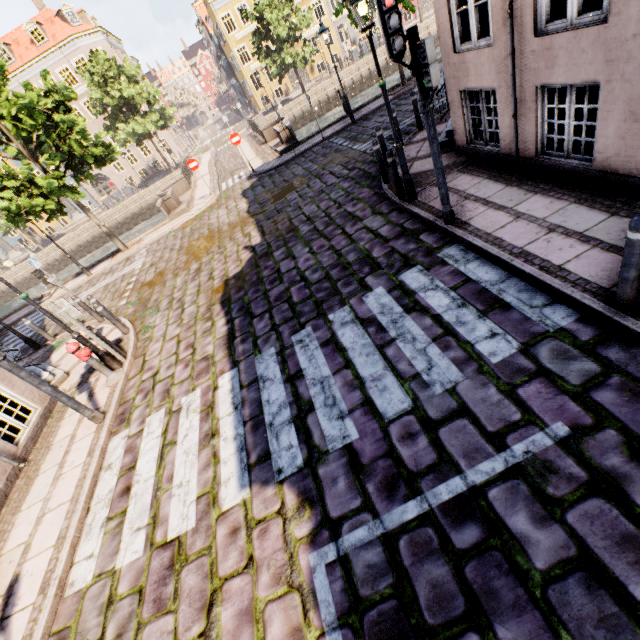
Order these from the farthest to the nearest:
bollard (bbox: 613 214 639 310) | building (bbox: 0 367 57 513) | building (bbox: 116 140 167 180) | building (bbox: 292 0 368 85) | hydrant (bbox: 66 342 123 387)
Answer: building (bbox: 116 140 167 180), building (bbox: 292 0 368 85), hydrant (bbox: 66 342 123 387), building (bbox: 0 367 57 513), bollard (bbox: 613 214 639 310)

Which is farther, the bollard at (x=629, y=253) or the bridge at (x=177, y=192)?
the bridge at (x=177, y=192)

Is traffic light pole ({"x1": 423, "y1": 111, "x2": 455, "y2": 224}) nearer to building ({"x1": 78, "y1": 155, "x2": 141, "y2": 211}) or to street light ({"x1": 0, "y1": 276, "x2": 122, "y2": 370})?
street light ({"x1": 0, "y1": 276, "x2": 122, "y2": 370})

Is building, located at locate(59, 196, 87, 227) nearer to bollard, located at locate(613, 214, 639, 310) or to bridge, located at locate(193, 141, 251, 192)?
bridge, located at locate(193, 141, 251, 192)

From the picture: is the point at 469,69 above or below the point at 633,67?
above

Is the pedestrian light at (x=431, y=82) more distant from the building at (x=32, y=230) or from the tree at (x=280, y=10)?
the building at (x=32, y=230)

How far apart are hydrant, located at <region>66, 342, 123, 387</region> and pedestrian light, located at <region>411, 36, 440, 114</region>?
7.7 meters

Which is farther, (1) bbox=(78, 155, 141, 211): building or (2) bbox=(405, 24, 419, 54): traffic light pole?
(1) bbox=(78, 155, 141, 211): building
